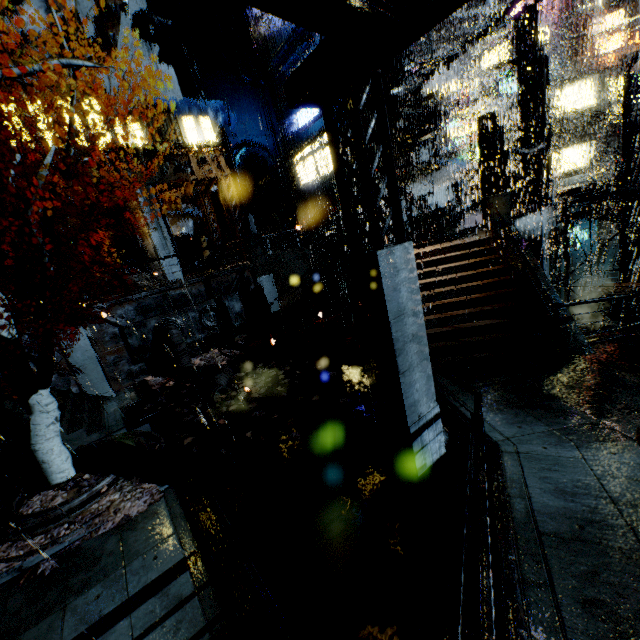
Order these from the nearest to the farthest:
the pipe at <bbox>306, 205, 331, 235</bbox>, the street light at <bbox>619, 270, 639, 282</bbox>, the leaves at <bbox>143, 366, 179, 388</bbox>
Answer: the leaves at <bbox>143, 366, 179, 388</bbox>, the street light at <bbox>619, 270, 639, 282</bbox>, the pipe at <bbox>306, 205, 331, 235</bbox>

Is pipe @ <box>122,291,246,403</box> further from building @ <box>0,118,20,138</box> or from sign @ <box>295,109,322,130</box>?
sign @ <box>295,109,322,130</box>

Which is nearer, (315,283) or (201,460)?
(201,460)

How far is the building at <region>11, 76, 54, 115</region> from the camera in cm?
1791

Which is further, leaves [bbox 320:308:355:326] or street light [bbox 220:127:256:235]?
leaves [bbox 320:308:355:326]

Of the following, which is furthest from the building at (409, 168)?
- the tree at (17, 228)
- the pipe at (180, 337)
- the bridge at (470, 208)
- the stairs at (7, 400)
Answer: the tree at (17, 228)

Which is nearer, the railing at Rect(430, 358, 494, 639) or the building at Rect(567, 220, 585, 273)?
the railing at Rect(430, 358, 494, 639)

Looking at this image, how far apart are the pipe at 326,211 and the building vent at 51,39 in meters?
19.4 m
